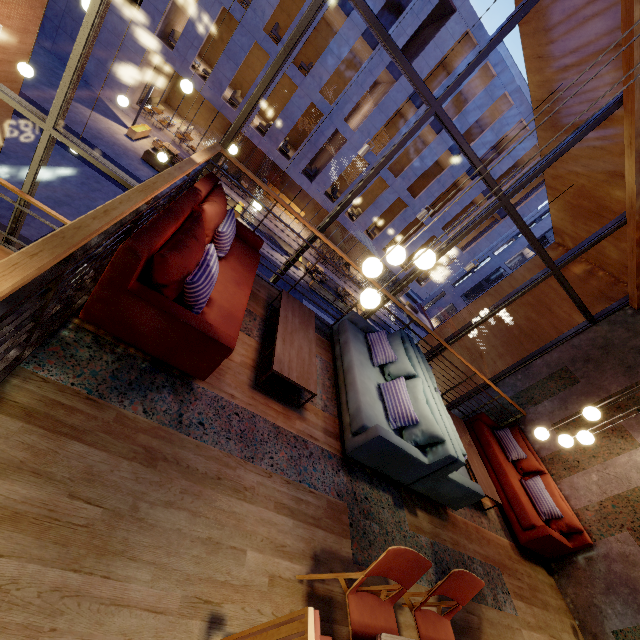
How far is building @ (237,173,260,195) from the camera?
24.4m

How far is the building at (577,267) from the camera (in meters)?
6.80

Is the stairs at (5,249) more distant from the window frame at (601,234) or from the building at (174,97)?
the building at (174,97)

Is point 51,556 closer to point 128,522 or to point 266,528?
point 128,522

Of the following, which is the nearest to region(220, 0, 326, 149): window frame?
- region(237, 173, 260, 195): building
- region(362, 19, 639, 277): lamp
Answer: region(362, 19, 639, 277): lamp

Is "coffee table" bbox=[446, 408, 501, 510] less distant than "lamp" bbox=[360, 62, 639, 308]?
No

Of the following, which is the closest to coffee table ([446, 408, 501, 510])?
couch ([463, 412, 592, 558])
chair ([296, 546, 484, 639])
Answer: couch ([463, 412, 592, 558])

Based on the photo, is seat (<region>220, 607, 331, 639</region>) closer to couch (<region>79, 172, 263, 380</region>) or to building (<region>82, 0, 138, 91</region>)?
couch (<region>79, 172, 263, 380</region>)
